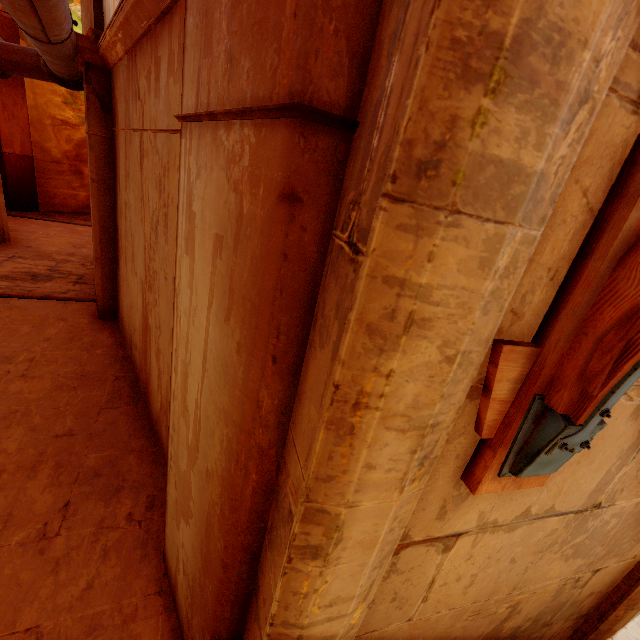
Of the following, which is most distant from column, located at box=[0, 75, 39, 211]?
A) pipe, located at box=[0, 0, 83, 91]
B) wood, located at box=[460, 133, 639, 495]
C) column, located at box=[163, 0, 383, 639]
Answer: wood, located at box=[460, 133, 639, 495]

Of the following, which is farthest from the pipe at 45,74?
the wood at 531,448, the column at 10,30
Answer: the column at 10,30

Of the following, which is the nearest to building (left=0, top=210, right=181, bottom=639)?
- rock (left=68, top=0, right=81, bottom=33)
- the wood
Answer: rock (left=68, top=0, right=81, bottom=33)

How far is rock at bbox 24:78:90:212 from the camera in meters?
11.4 m

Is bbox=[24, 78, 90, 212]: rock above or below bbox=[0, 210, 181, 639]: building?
above

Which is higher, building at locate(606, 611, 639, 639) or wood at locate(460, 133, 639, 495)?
wood at locate(460, 133, 639, 495)

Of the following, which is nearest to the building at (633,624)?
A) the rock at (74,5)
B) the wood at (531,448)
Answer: the rock at (74,5)

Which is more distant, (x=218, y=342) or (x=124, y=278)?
(x=124, y=278)
